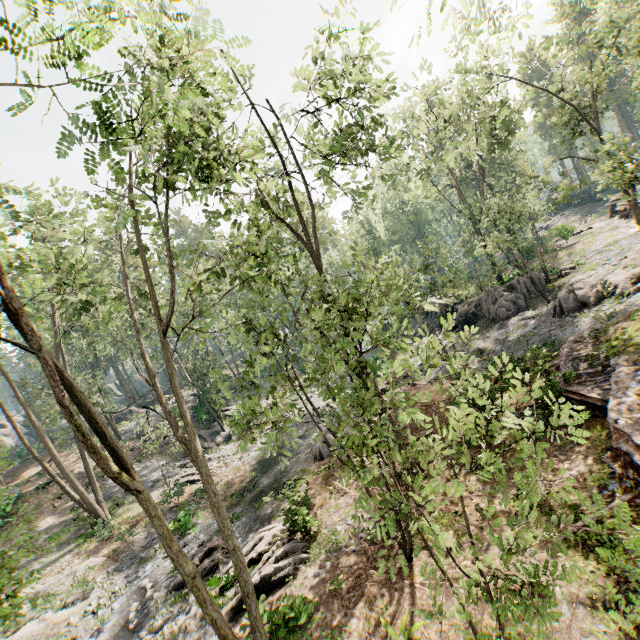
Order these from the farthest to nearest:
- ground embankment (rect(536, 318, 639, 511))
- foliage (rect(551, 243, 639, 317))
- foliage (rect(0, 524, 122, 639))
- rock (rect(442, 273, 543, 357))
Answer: rock (rect(442, 273, 543, 357)) → foliage (rect(551, 243, 639, 317)) → ground embankment (rect(536, 318, 639, 511)) → foliage (rect(0, 524, 122, 639))

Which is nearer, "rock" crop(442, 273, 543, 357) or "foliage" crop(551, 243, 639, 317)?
"foliage" crop(551, 243, 639, 317)

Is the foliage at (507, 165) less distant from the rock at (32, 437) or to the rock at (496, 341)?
the rock at (496, 341)

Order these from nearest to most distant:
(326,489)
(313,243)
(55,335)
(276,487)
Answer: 1. (326,489)
2. (276,487)
3. (55,335)
4. (313,243)

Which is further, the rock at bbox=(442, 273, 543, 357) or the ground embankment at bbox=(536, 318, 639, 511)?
the rock at bbox=(442, 273, 543, 357)

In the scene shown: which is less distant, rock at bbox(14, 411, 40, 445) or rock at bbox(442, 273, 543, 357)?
rock at bbox(442, 273, 543, 357)

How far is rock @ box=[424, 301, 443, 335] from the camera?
33.2m

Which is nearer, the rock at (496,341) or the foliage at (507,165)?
the foliage at (507,165)
